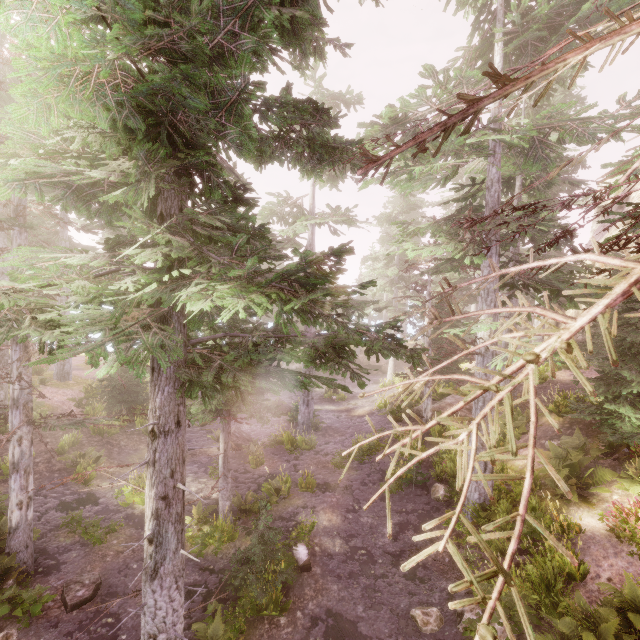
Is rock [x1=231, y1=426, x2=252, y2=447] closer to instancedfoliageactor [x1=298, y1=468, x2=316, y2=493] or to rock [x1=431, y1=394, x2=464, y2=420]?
instancedfoliageactor [x1=298, y1=468, x2=316, y2=493]

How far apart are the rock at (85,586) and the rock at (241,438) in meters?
7.9

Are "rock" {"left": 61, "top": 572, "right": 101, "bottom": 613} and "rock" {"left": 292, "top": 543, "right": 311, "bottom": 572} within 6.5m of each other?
yes

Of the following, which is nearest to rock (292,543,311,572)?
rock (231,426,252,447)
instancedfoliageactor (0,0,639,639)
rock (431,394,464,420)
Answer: instancedfoliageactor (0,0,639,639)

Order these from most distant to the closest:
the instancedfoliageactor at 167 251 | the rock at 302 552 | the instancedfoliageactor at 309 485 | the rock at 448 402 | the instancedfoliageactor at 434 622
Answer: the rock at 448 402
the instancedfoliageactor at 309 485
the rock at 302 552
the instancedfoliageactor at 434 622
the instancedfoliageactor at 167 251

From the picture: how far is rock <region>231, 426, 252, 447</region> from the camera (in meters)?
16.95

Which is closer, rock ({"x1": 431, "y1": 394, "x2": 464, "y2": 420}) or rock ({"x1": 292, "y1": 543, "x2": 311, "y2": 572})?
rock ({"x1": 292, "y1": 543, "x2": 311, "y2": 572})

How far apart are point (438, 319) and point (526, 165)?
13.2m
